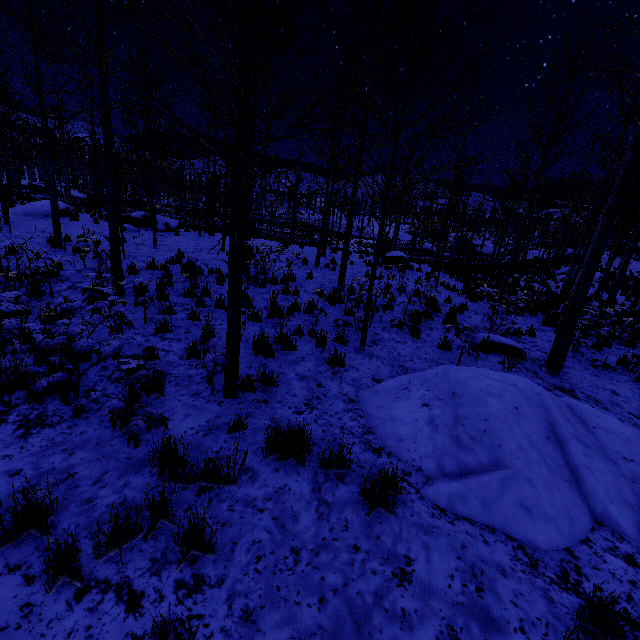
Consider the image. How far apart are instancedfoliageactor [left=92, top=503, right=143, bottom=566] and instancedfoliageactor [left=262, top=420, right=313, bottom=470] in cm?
136

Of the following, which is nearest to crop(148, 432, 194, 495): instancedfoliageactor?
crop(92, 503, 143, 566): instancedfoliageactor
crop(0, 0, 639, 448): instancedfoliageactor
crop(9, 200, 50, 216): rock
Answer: crop(92, 503, 143, 566): instancedfoliageactor

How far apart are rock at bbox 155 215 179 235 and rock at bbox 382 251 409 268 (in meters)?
11.52

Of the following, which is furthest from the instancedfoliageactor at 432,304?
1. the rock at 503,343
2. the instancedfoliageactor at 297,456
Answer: Answer: the instancedfoliageactor at 297,456

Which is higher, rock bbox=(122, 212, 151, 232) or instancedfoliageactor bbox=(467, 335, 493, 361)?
rock bbox=(122, 212, 151, 232)

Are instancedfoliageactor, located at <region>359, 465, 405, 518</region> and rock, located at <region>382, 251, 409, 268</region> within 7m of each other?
no

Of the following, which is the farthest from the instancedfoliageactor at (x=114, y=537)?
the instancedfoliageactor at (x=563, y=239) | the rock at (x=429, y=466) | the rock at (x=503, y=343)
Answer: the rock at (x=503, y=343)

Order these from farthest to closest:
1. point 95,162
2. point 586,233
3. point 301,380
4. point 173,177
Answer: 1. point 95,162
2. point 173,177
3. point 586,233
4. point 301,380
